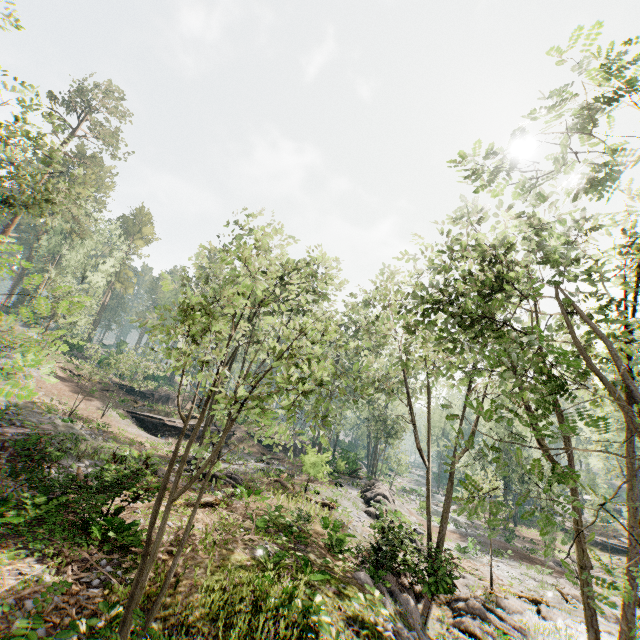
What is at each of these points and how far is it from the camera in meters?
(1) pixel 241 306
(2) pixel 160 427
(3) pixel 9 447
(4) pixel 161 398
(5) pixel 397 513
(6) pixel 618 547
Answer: (1) foliage, 7.0 m
(2) ground embankment, 32.2 m
(3) ground embankment, 14.5 m
(4) ground embankment, 44.4 m
(5) rock, 16.4 m
(6) ground embankment, 37.8 m

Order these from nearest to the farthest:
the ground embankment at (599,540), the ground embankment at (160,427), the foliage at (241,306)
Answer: the foliage at (241,306)
the ground embankment at (160,427)
the ground embankment at (599,540)

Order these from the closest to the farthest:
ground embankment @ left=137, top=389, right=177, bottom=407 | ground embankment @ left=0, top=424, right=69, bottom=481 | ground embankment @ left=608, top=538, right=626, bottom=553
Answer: ground embankment @ left=0, top=424, right=69, bottom=481, ground embankment @ left=608, top=538, right=626, bottom=553, ground embankment @ left=137, top=389, right=177, bottom=407

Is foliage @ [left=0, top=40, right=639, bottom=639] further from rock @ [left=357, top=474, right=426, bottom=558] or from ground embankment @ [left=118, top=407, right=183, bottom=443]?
ground embankment @ [left=118, top=407, right=183, bottom=443]

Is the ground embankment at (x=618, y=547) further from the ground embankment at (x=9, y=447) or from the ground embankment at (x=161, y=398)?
the ground embankment at (x=161, y=398)

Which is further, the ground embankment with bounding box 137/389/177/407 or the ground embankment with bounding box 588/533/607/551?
the ground embankment with bounding box 137/389/177/407

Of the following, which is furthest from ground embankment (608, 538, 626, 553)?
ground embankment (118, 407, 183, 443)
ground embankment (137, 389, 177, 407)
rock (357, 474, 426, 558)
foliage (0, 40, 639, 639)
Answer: ground embankment (137, 389, 177, 407)

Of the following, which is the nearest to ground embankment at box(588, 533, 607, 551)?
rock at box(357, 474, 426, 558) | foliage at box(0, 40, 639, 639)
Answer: foliage at box(0, 40, 639, 639)
